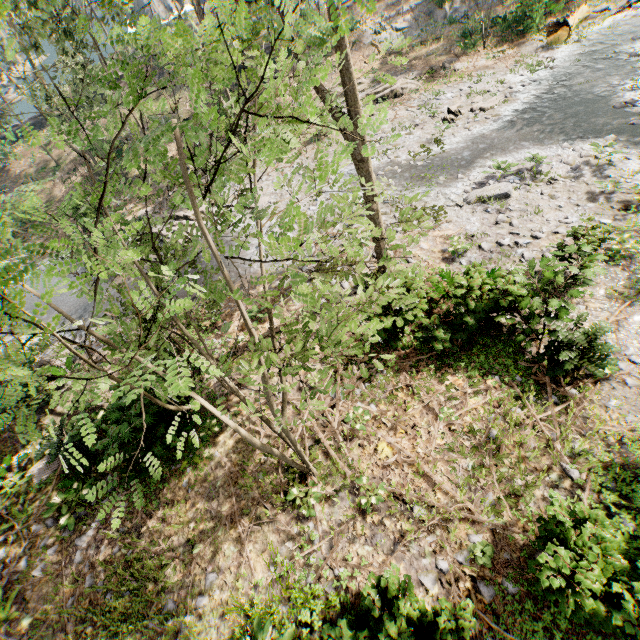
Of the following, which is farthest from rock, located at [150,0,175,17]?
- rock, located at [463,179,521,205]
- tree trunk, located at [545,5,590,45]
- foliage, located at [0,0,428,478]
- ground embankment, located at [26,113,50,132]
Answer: rock, located at [463,179,521,205]

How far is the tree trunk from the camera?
19.4m

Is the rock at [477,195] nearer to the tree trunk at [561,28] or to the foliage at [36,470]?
the foliage at [36,470]

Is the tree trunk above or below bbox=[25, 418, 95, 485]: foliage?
above

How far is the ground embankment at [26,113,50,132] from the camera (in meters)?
37.22

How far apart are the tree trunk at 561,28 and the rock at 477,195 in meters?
14.7

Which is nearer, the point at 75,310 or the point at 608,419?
the point at 608,419
